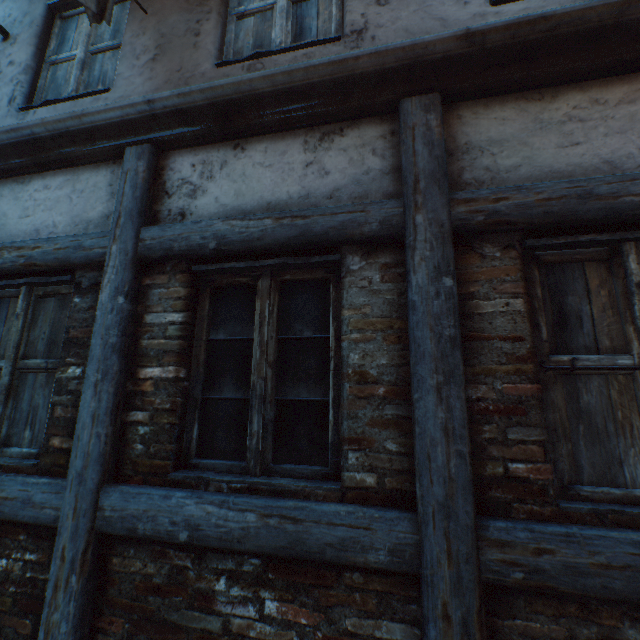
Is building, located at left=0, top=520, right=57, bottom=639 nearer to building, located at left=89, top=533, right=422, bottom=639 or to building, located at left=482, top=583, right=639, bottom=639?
building, located at left=89, top=533, right=422, bottom=639

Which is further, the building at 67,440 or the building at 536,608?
the building at 67,440

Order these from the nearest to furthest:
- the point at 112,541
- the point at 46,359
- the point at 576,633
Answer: the point at 576,633, the point at 112,541, the point at 46,359

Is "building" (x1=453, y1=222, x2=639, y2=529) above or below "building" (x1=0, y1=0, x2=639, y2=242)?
below

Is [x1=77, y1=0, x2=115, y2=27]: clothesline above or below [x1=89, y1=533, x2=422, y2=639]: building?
above

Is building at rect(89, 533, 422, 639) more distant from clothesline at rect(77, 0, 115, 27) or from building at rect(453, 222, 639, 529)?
clothesline at rect(77, 0, 115, 27)

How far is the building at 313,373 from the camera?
1.7m
